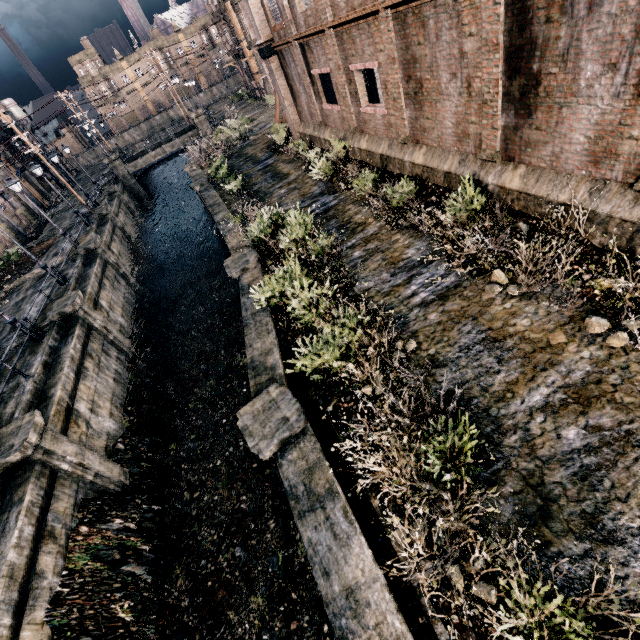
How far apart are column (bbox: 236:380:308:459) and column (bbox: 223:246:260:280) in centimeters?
673cm

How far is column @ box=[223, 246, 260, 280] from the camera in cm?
1384

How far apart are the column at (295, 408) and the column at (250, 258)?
6.7m

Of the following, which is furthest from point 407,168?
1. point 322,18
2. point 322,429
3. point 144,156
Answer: point 144,156

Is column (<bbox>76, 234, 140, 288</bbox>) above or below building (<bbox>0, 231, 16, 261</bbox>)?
below

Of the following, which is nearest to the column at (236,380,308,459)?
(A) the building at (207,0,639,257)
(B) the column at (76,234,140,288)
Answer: (A) the building at (207,0,639,257)

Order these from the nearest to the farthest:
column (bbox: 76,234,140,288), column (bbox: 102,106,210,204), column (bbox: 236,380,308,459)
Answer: column (bbox: 236,380,308,459)
column (bbox: 76,234,140,288)
column (bbox: 102,106,210,204)

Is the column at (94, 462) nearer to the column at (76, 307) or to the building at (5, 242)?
the column at (76, 307)
